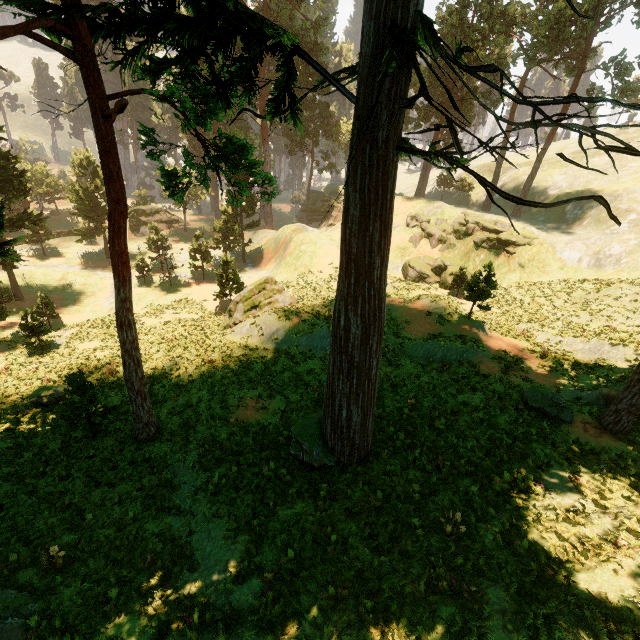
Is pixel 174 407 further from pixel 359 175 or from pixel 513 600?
pixel 513 600

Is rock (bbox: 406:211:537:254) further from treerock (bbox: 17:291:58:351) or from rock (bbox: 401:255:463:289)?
treerock (bbox: 17:291:58:351)

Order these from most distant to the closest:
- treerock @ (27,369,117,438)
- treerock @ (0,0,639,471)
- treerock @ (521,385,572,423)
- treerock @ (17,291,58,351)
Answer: treerock @ (17,291,58,351) < treerock @ (27,369,117,438) < treerock @ (521,385,572,423) < treerock @ (0,0,639,471)

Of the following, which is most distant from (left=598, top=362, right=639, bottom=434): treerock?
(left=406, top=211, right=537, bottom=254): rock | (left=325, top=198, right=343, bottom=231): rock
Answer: (left=406, top=211, right=537, bottom=254): rock

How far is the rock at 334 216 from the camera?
55.4m

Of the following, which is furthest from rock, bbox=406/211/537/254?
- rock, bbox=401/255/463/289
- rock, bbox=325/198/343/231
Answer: rock, bbox=325/198/343/231

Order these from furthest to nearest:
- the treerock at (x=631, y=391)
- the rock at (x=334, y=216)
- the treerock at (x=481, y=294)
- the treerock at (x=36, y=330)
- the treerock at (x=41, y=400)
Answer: the rock at (x=334, y=216) → the treerock at (x=36, y=330) → the treerock at (x=481, y=294) → the treerock at (x=41, y=400) → the treerock at (x=631, y=391)
